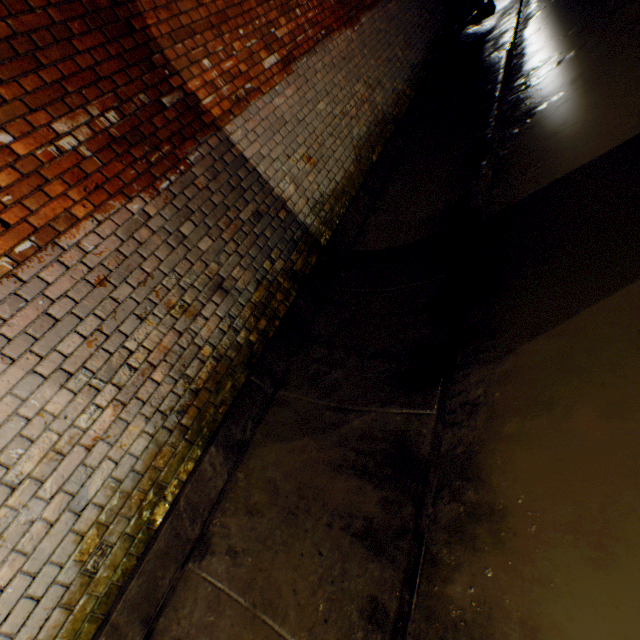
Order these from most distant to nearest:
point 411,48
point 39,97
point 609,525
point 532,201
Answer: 1. point 411,48
2. point 532,201
3. point 39,97
4. point 609,525
